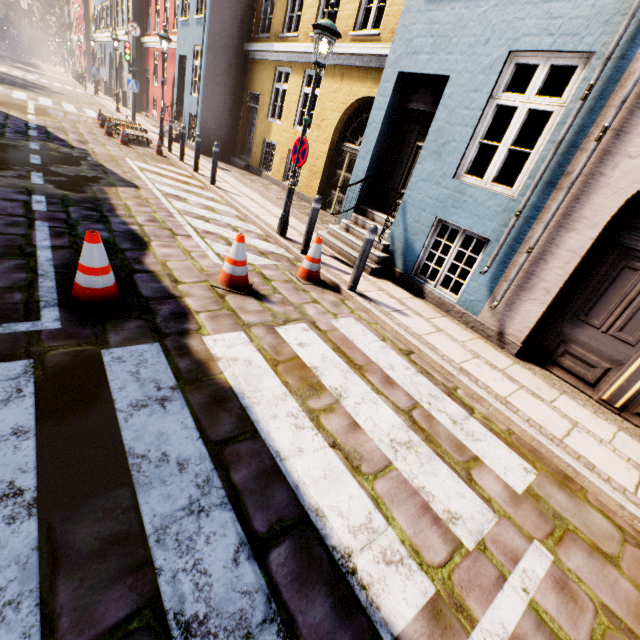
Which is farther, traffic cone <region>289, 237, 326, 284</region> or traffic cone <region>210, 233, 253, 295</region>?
traffic cone <region>289, 237, 326, 284</region>

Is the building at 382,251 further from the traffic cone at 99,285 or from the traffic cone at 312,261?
the traffic cone at 99,285

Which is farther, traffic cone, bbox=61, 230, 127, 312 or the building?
the building

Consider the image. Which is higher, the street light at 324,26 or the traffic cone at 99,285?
the street light at 324,26

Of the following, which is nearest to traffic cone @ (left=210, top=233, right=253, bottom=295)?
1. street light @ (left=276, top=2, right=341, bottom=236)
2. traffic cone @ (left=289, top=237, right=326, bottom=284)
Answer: traffic cone @ (left=289, top=237, right=326, bottom=284)

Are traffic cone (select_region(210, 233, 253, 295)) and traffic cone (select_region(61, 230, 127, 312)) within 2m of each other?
yes

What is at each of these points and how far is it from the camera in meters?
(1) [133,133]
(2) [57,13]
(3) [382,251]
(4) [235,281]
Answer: (1) pallet, 12.3
(2) tree, 52.2
(3) building, 6.6
(4) traffic cone, 4.4

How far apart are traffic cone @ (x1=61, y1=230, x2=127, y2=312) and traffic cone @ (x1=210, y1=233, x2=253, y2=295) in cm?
101
